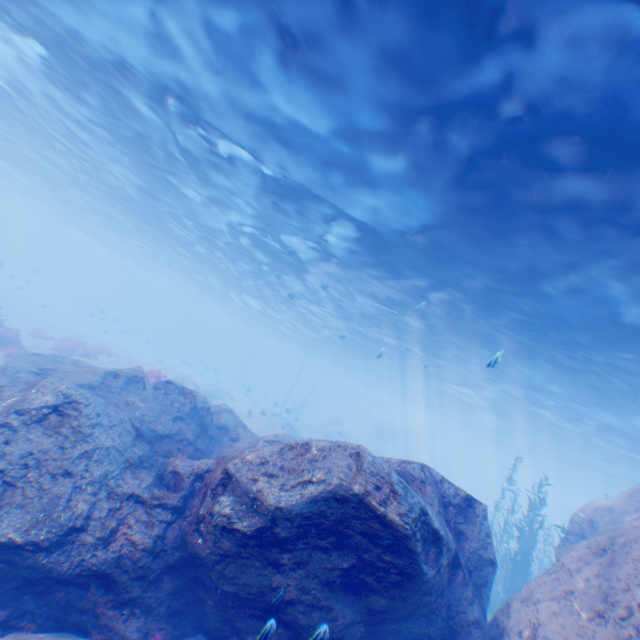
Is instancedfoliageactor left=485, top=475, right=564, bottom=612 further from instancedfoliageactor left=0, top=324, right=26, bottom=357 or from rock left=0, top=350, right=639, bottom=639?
instancedfoliageactor left=0, top=324, right=26, bottom=357

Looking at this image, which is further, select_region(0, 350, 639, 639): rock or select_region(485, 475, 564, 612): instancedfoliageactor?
select_region(485, 475, 564, 612): instancedfoliageactor

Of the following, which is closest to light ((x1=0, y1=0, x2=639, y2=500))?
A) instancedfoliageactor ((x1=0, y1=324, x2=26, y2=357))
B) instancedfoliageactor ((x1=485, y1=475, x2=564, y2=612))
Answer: instancedfoliageactor ((x1=485, y1=475, x2=564, y2=612))

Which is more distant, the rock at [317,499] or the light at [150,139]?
the light at [150,139]

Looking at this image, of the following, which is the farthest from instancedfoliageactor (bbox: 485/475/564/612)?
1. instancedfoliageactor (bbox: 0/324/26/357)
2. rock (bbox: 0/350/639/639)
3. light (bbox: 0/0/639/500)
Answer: instancedfoliageactor (bbox: 0/324/26/357)

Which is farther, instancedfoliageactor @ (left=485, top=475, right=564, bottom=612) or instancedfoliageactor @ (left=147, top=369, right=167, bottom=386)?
instancedfoliageactor @ (left=147, top=369, right=167, bottom=386)

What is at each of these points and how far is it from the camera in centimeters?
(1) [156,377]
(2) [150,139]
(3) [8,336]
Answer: (1) instancedfoliageactor, 1593cm
(2) light, 1452cm
(3) instancedfoliageactor, 1742cm

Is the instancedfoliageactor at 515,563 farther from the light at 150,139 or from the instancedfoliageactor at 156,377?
the instancedfoliageactor at 156,377
